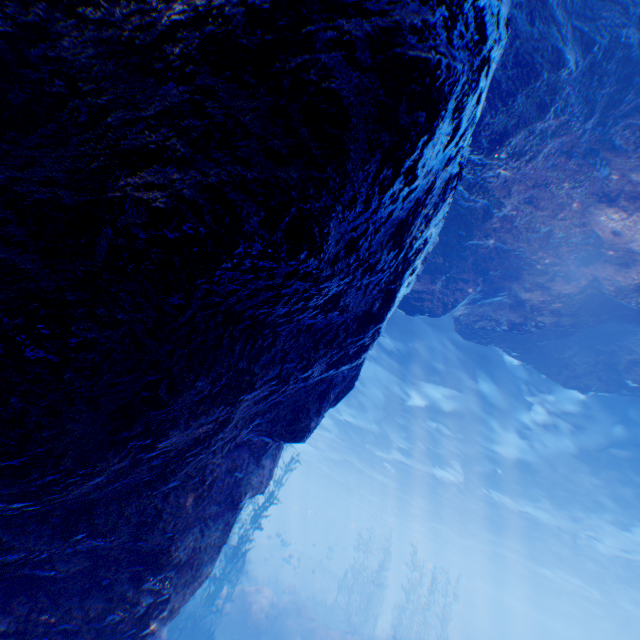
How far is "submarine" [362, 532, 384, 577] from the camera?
53.2 meters

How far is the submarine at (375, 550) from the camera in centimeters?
5319cm

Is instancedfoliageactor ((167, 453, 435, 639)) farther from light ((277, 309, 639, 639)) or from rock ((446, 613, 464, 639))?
light ((277, 309, 639, 639))

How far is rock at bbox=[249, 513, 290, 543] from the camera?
25.80m

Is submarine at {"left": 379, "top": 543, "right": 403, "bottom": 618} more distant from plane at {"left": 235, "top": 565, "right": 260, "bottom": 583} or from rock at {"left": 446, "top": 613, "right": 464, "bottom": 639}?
plane at {"left": 235, "top": 565, "right": 260, "bottom": 583}

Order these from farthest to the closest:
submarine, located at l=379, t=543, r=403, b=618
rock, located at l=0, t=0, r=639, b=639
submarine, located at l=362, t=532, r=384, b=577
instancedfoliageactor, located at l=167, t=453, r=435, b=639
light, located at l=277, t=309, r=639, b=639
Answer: submarine, located at l=362, t=532, r=384, b=577 < submarine, located at l=379, t=543, r=403, b=618 < light, located at l=277, t=309, r=639, b=639 < instancedfoliageactor, located at l=167, t=453, r=435, b=639 < rock, located at l=0, t=0, r=639, b=639

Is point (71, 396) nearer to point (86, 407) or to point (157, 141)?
point (86, 407)
